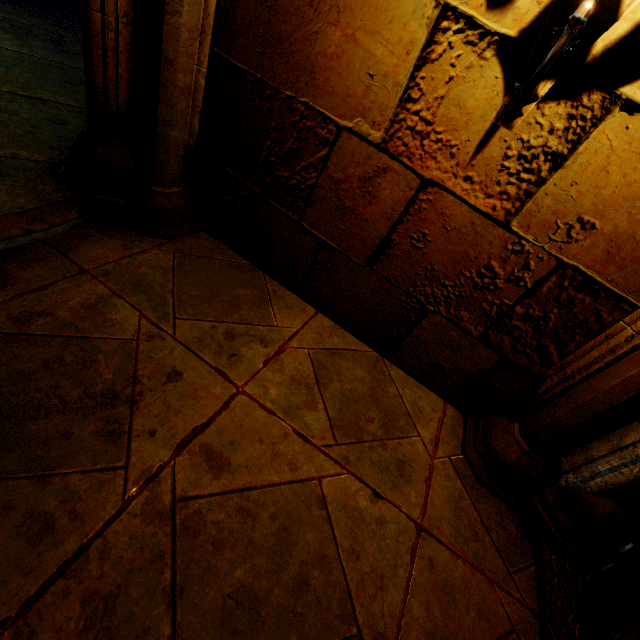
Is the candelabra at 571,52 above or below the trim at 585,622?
above

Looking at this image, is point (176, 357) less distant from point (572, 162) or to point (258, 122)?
point (258, 122)

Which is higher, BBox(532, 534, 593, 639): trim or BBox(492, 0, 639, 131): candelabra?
BBox(492, 0, 639, 131): candelabra
